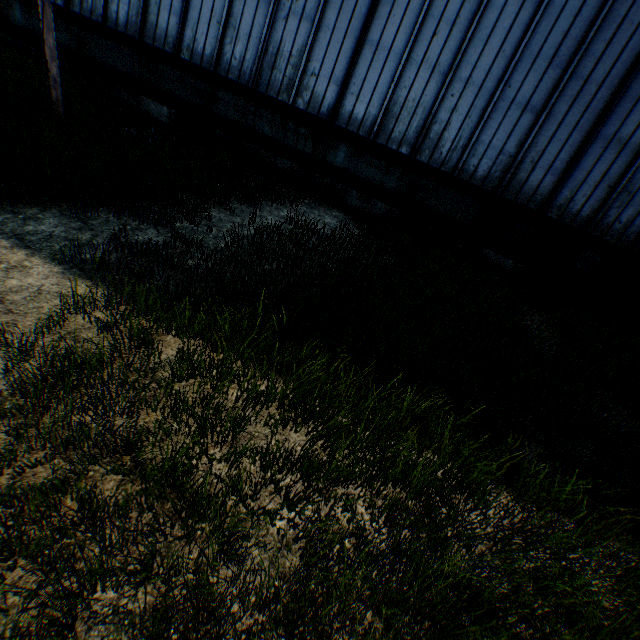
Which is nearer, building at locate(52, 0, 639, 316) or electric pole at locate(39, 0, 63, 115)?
electric pole at locate(39, 0, 63, 115)

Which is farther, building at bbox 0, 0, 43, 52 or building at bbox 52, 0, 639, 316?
building at bbox 0, 0, 43, 52

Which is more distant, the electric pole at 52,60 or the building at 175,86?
the building at 175,86

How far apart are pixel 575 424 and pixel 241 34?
13.6 meters

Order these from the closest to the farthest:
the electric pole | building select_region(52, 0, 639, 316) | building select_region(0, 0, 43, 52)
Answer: the electric pole < building select_region(52, 0, 639, 316) < building select_region(0, 0, 43, 52)

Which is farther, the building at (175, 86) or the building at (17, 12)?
the building at (17, 12)
